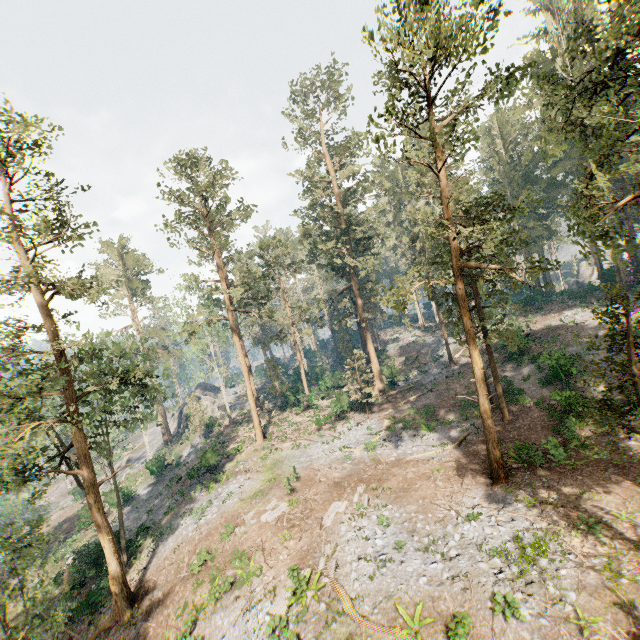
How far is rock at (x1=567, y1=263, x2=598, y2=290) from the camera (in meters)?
44.93

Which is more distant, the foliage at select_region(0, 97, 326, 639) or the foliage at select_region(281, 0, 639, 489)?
the foliage at select_region(0, 97, 326, 639)

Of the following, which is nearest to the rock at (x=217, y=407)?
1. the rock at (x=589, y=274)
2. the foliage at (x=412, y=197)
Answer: the foliage at (x=412, y=197)

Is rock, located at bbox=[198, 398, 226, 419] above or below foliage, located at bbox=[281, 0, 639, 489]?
below

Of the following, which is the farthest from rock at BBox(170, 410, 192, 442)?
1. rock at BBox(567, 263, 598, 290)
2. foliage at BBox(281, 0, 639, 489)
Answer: rock at BBox(567, 263, 598, 290)

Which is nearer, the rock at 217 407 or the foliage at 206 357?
the foliage at 206 357

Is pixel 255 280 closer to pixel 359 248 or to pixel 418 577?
pixel 359 248
